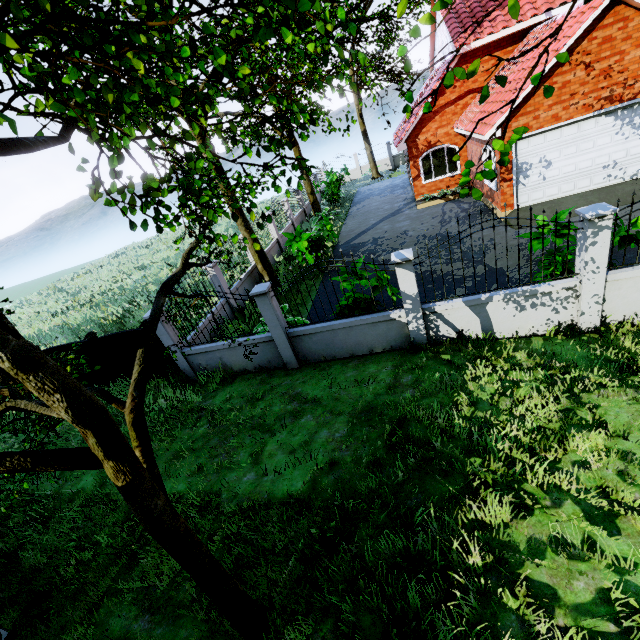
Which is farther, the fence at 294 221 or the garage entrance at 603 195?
the fence at 294 221

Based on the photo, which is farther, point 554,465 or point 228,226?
point 228,226

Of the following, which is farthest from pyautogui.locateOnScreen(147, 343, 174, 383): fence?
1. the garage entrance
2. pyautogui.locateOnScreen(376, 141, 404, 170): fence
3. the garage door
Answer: pyautogui.locateOnScreen(376, 141, 404, 170): fence

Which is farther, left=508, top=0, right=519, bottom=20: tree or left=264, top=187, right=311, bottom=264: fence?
left=264, top=187, right=311, bottom=264: fence

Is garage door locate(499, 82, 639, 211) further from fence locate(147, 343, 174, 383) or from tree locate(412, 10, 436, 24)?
fence locate(147, 343, 174, 383)

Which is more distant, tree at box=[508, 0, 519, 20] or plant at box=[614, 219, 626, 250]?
plant at box=[614, 219, 626, 250]

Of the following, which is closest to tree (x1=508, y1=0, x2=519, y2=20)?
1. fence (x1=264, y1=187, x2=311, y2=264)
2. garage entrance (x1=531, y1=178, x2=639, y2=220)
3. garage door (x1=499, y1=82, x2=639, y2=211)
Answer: fence (x1=264, y1=187, x2=311, y2=264)

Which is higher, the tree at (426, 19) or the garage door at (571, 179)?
the tree at (426, 19)
